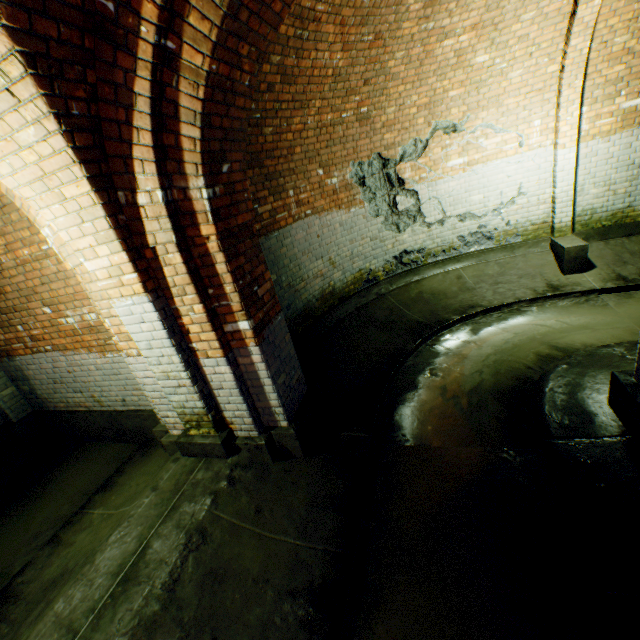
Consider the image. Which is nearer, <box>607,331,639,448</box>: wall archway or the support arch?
the support arch

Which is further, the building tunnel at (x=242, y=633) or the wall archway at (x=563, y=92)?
the wall archway at (x=563, y=92)

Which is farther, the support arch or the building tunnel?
the building tunnel

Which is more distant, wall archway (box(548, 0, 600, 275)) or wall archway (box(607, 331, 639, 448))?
wall archway (box(548, 0, 600, 275))

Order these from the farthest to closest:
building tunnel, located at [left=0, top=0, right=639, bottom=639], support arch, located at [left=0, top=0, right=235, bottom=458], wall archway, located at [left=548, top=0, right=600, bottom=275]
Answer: wall archway, located at [left=548, top=0, right=600, bottom=275] < building tunnel, located at [left=0, top=0, right=639, bottom=639] < support arch, located at [left=0, top=0, right=235, bottom=458]

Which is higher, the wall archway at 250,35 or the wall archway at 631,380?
the wall archway at 250,35

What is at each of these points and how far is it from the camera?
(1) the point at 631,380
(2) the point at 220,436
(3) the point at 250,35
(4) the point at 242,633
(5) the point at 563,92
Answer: (1) wall archway, 2.8 meters
(2) support arch, 3.4 meters
(3) wall archway, 2.2 meters
(4) building tunnel, 2.2 meters
(5) wall archway, 5.2 meters
